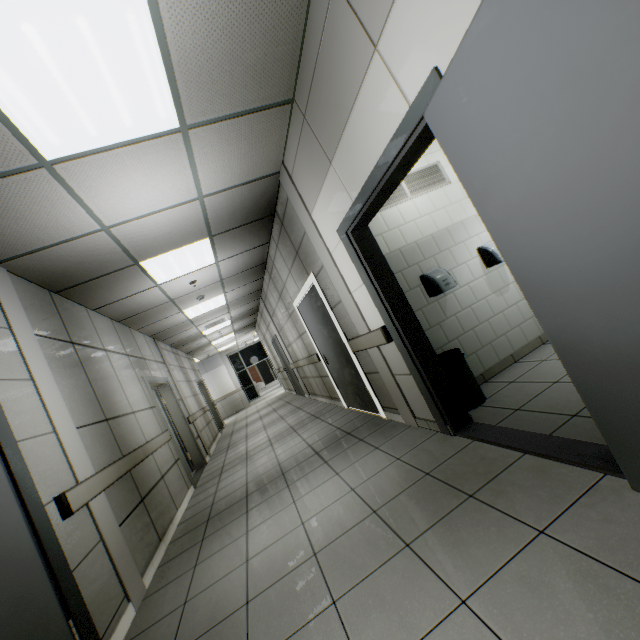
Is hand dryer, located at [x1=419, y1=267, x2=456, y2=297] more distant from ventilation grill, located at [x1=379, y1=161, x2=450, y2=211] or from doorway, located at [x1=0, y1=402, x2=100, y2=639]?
doorway, located at [x1=0, y1=402, x2=100, y2=639]

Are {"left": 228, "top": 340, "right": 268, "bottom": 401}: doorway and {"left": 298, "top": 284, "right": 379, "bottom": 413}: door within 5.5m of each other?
no

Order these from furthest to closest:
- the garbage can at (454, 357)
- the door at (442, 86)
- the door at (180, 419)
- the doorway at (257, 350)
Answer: the doorway at (257, 350), the door at (180, 419), the garbage can at (454, 357), the door at (442, 86)

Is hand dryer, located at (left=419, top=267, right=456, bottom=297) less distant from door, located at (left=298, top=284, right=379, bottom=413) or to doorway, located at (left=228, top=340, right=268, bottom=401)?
door, located at (left=298, top=284, right=379, bottom=413)

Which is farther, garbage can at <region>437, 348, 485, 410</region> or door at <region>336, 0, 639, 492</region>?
garbage can at <region>437, 348, 485, 410</region>

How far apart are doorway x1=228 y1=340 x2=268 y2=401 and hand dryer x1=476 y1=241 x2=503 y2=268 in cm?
1800

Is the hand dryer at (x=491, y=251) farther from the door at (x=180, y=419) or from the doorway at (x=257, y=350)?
the doorway at (x=257, y=350)

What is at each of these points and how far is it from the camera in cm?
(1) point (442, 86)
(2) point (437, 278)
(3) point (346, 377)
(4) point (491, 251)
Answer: (1) door, 140
(2) hand dryer, 365
(3) door, 509
(4) hand dryer, 391
